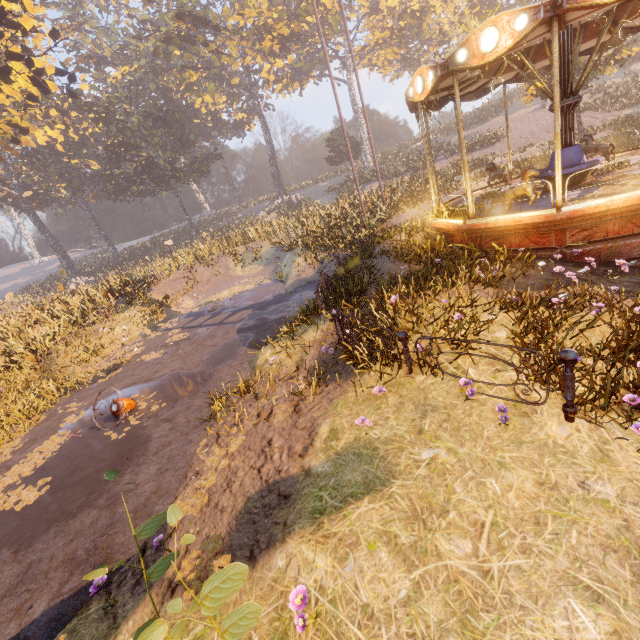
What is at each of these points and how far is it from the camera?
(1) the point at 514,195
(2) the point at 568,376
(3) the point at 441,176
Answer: (1) horse, 7.8m
(2) metal fence, 3.4m
(3) instancedfoliageactor, 25.7m

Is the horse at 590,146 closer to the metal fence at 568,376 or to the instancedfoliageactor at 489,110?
the metal fence at 568,376

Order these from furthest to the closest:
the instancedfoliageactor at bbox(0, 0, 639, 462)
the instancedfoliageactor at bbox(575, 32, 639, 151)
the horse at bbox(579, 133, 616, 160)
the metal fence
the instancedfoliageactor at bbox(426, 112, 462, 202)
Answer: the instancedfoliageactor at bbox(426, 112, 462, 202)
the instancedfoliageactor at bbox(575, 32, 639, 151)
the horse at bbox(579, 133, 616, 160)
the instancedfoliageactor at bbox(0, 0, 639, 462)
the metal fence

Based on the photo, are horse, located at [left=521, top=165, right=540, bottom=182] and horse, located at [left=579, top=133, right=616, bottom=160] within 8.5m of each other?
yes

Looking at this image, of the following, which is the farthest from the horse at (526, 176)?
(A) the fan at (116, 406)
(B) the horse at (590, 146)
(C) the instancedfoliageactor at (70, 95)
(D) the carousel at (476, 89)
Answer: (A) the fan at (116, 406)

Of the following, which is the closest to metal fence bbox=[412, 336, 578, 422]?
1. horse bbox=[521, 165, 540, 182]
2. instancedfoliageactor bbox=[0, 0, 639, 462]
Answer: horse bbox=[521, 165, 540, 182]

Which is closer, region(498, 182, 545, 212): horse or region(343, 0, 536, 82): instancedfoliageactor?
region(498, 182, 545, 212): horse

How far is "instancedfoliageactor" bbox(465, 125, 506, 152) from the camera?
27.58m
